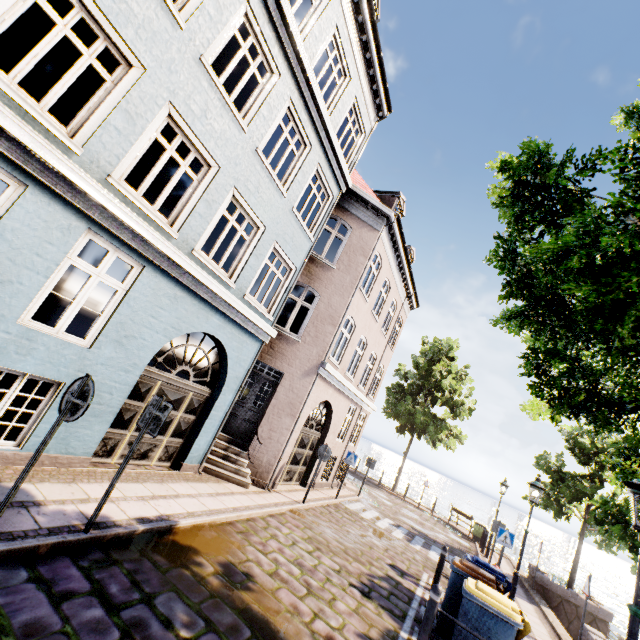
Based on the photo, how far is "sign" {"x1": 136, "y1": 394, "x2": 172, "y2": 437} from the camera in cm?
470

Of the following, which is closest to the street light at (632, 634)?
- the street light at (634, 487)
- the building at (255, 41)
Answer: the street light at (634, 487)

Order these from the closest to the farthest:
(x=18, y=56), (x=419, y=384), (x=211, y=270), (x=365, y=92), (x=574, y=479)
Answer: (x=211, y=270)
(x=365, y=92)
(x=18, y=56)
(x=574, y=479)
(x=419, y=384)

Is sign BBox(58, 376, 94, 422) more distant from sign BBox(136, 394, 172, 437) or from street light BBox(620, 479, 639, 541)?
street light BBox(620, 479, 639, 541)

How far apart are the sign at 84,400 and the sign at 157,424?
1.09m

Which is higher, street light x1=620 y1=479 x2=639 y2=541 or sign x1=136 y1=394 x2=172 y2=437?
street light x1=620 y1=479 x2=639 y2=541

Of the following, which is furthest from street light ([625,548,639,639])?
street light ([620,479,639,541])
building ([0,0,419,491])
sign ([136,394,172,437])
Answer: building ([0,0,419,491])

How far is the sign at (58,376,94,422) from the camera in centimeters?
371cm
